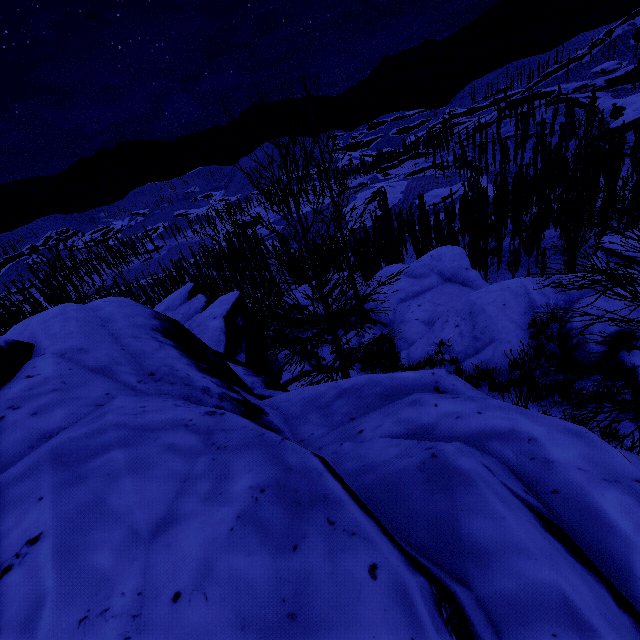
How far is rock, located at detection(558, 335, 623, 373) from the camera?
7.4 meters

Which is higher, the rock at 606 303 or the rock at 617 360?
the rock at 606 303

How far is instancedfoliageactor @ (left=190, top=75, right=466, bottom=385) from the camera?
5.6m

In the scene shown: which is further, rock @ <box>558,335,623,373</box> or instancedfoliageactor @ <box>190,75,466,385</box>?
rock @ <box>558,335,623,373</box>

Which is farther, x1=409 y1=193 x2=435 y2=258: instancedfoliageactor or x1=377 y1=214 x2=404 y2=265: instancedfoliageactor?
x1=409 y1=193 x2=435 y2=258: instancedfoliageactor

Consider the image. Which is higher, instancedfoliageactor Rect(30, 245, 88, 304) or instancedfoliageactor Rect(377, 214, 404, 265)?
instancedfoliageactor Rect(30, 245, 88, 304)

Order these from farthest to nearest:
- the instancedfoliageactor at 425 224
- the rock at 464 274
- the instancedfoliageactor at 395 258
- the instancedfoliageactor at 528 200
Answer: the instancedfoliageactor at 425 224 < the instancedfoliageactor at 395 258 < the rock at 464 274 < the instancedfoliageactor at 528 200

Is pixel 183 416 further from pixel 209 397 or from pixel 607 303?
pixel 607 303
